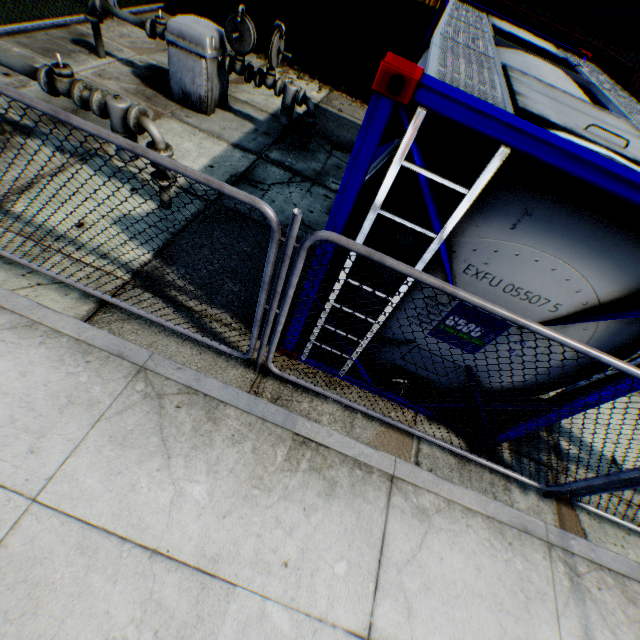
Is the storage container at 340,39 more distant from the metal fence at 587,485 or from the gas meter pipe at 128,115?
the gas meter pipe at 128,115

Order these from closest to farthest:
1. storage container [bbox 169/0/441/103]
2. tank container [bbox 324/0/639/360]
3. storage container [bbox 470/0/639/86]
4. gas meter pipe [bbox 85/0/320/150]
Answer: tank container [bbox 324/0/639/360], gas meter pipe [bbox 85/0/320/150], storage container [bbox 470/0/639/86], storage container [bbox 169/0/441/103]

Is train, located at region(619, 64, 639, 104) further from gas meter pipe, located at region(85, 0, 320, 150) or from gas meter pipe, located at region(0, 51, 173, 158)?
gas meter pipe, located at region(0, 51, 173, 158)

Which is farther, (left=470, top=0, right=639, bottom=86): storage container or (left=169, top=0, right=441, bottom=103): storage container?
(left=169, top=0, right=441, bottom=103): storage container

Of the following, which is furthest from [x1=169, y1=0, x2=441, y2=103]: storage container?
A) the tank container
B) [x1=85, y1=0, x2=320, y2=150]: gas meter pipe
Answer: [x1=85, y1=0, x2=320, y2=150]: gas meter pipe

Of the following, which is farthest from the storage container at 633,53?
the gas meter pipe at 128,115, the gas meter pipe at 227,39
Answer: the gas meter pipe at 128,115

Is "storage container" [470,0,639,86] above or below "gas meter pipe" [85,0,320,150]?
above

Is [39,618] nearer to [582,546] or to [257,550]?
[257,550]
